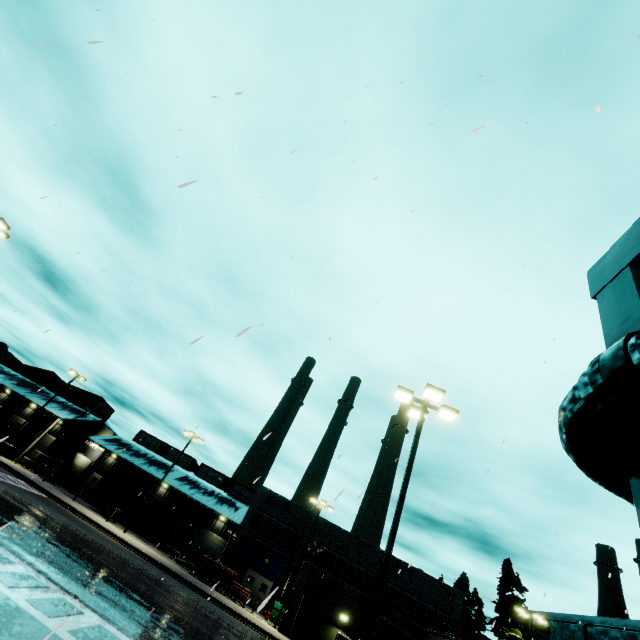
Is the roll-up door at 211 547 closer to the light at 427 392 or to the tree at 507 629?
the tree at 507 629

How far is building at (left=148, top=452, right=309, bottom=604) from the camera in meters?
34.8

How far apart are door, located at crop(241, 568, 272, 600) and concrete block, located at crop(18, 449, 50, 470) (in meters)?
26.12

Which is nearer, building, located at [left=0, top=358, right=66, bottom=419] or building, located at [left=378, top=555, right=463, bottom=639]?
building, located at [left=378, top=555, right=463, bottom=639]

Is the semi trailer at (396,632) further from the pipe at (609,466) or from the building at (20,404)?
the pipe at (609,466)

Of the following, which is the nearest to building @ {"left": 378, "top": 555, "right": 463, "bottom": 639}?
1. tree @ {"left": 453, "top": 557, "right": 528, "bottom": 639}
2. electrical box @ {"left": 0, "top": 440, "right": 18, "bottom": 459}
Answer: tree @ {"left": 453, "top": 557, "right": 528, "bottom": 639}

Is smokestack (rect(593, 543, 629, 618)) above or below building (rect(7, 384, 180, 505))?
above

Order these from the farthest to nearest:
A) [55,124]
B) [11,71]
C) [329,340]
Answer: [11,71] → [55,124] → [329,340]
